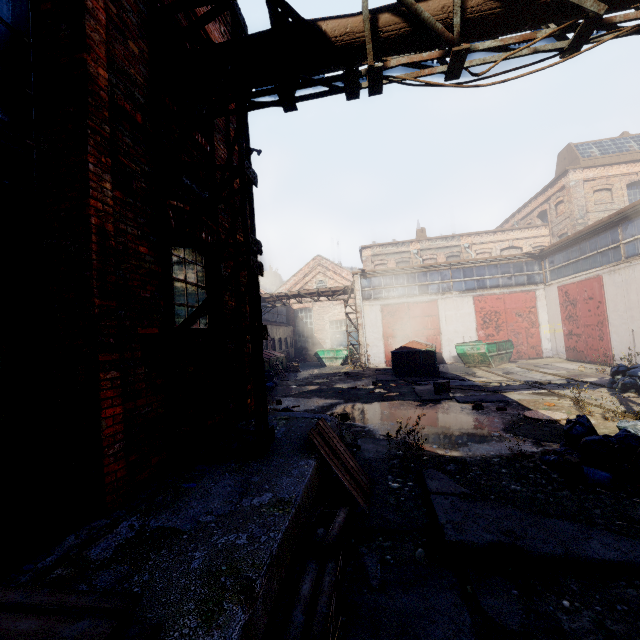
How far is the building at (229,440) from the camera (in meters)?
4.23

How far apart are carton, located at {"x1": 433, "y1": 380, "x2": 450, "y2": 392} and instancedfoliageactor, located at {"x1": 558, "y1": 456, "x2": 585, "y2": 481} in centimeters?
599cm

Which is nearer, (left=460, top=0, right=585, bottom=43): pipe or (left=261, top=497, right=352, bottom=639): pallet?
(left=261, top=497, right=352, bottom=639): pallet

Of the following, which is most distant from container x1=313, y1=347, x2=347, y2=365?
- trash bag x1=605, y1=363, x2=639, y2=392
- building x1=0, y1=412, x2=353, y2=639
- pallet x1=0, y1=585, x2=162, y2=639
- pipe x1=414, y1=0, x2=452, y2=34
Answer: pallet x1=0, y1=585, x2=162, y2=639

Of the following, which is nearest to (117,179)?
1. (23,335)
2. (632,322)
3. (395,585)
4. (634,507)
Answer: (23,335)

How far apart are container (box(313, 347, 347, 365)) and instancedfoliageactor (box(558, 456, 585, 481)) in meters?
20.3 m

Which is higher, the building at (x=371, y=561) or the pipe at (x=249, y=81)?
the pipe at (x=249, y=81)

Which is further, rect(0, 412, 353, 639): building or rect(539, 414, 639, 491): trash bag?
rect(539, 414, 639, 491): trash bag
